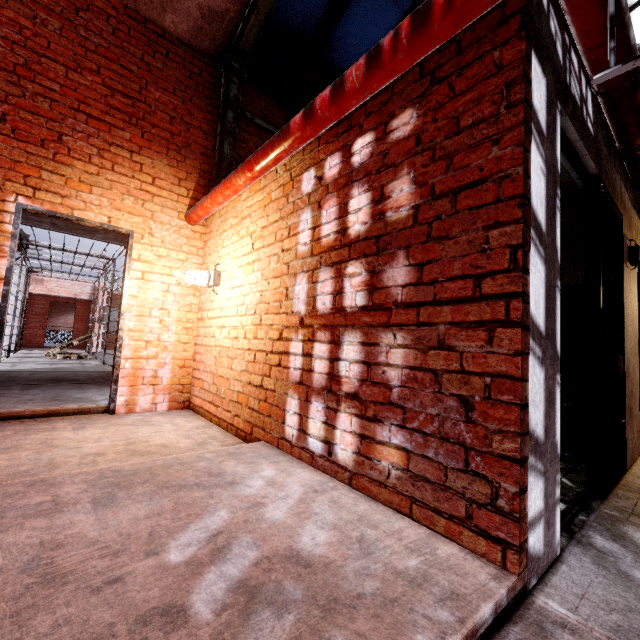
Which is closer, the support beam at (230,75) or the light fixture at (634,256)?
the light fixture at (634,256)

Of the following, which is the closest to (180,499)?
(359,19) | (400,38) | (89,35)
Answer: (400,38)

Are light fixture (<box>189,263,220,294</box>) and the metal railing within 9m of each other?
no

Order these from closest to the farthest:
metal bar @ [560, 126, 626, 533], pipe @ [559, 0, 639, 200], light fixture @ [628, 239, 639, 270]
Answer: pipe @ [559, 0, 639, 200]
metal bar @ [560, 126, 626, 533]
light fixture @ [628, 239, 639, 270]

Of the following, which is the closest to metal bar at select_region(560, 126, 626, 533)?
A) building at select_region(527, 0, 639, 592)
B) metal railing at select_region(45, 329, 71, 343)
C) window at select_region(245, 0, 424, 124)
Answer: building at select_region(527, 0, 639, 592)

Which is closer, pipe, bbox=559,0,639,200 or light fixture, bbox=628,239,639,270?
pipe, bbox=559,0,639,200

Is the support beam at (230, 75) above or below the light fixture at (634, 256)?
above

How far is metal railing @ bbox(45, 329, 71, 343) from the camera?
16.11m
